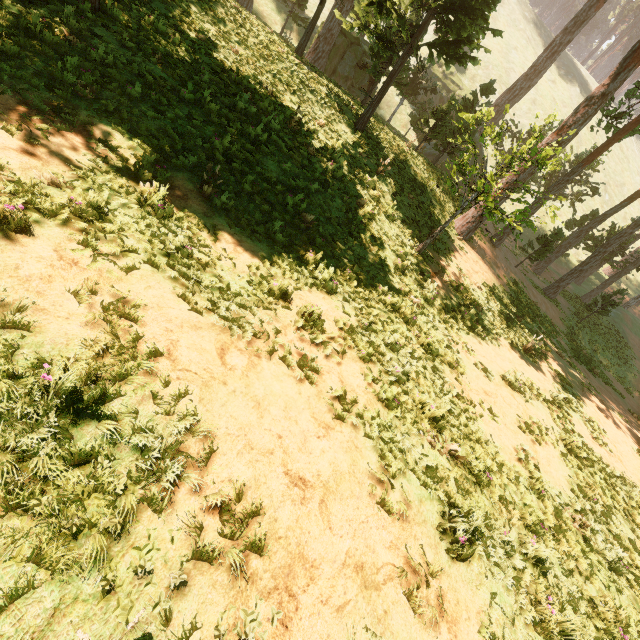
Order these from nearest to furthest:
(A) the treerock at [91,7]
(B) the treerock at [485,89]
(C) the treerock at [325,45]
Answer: (A) the treerock at [91,7] → (C) the treerock at [325,45] → (B) the treerock at [485,89]

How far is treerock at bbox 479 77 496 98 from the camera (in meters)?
22.33

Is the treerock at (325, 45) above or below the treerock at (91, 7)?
above

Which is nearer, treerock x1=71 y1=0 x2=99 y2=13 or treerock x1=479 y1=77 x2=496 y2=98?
treerock x1=71 y1=0 x2=99 y2=13

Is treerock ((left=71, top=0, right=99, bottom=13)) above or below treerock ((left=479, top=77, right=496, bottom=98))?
below

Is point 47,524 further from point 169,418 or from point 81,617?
point 169,418
